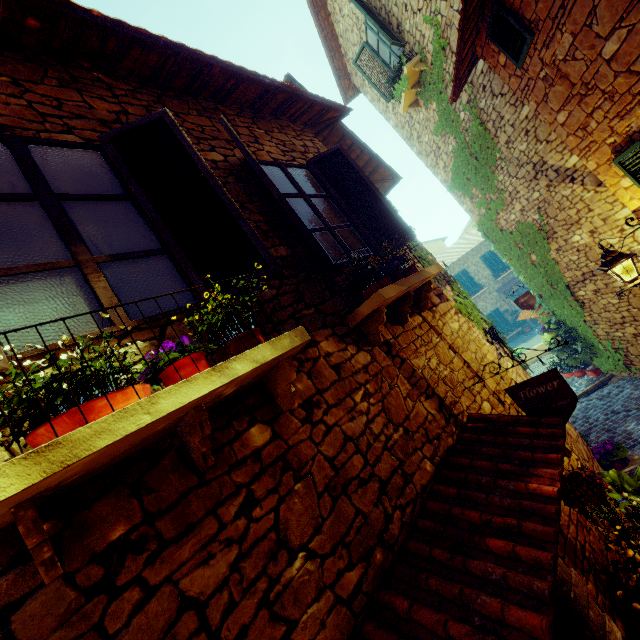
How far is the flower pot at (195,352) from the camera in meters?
1.6

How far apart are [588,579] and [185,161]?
5.06m

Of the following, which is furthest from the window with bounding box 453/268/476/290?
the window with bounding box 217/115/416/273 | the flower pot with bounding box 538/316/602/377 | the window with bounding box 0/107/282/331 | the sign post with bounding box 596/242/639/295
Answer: the window with bounding box 0/107/282/331

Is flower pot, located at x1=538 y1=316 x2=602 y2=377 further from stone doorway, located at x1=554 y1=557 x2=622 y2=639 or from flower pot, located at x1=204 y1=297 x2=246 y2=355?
flower pot, located at x1=204 y1=297 x2=246 y2=355

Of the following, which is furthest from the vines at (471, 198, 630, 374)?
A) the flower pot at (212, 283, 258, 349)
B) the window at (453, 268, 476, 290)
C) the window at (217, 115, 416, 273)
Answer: the window at (453, 268, 476, 290)

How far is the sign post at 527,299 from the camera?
9.0 meters

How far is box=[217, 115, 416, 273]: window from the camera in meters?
2.9

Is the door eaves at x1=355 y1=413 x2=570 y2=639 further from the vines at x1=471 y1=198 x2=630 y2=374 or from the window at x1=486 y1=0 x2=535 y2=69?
the window at x1=486 y1=0 x2=535 y2=69
